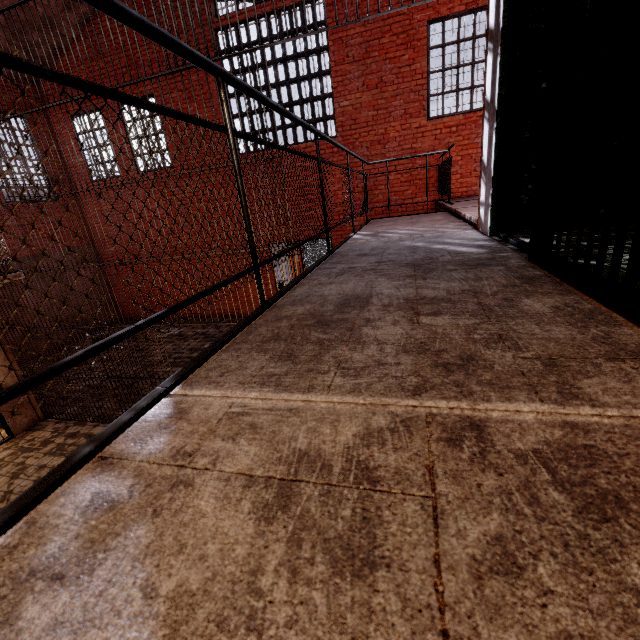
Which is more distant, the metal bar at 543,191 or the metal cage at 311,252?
the metal cage at 311,252

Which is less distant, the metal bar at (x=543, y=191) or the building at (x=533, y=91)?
the metal bar at (x=543, y=191)

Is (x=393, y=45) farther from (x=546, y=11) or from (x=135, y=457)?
(x=135, y=457)

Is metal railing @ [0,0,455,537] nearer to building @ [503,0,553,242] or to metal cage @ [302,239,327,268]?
building @ [503,0,553,242]

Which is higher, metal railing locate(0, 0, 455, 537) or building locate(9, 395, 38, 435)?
metal railing locate(0, 0, 455, 537)

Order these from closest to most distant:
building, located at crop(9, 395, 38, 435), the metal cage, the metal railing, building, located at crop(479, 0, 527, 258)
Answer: the metal railing → building, located at crop(479, 0, 527, 258) → building, located at crop(9, 395, 38, 435) → the metal cage

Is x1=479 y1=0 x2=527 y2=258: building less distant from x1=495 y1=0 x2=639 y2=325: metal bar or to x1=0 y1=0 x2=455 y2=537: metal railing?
x1=495 y1=0 x2=639 y2=325: metal bar

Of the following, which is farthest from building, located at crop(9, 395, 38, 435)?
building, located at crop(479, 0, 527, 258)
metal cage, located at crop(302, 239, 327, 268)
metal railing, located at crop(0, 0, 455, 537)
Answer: metal cage, located at crop(302, 239, 327, 268)
